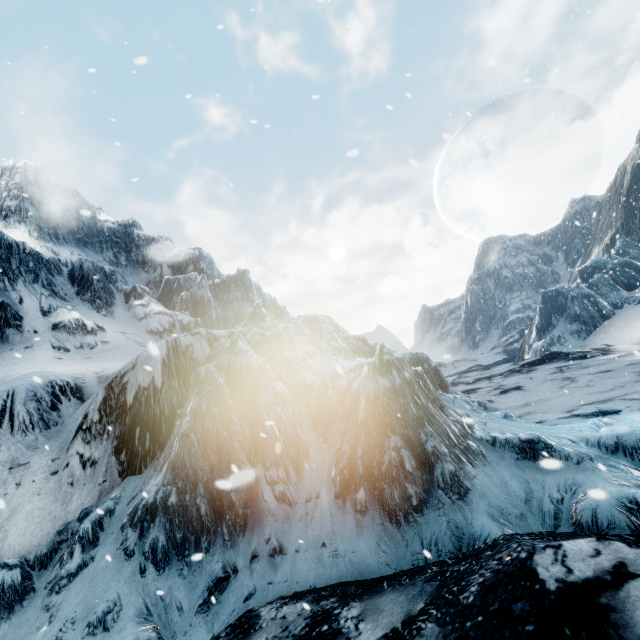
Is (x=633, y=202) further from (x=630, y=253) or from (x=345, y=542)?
(x=345, y=542)
